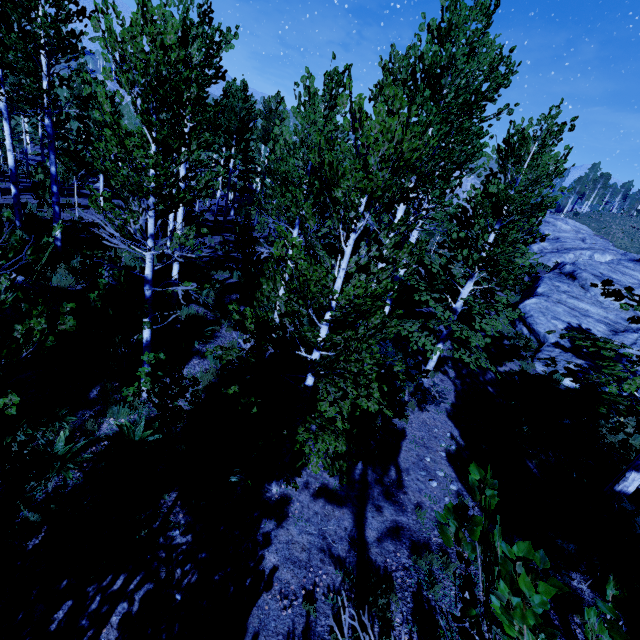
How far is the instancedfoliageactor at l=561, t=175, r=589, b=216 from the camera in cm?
5672

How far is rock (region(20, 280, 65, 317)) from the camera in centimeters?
824cm

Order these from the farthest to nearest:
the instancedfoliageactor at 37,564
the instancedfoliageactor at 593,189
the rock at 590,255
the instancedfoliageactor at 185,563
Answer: the instancedfoliageactor at 593,189 → the rock at 590,255 → the instancedfoliageactor at 185,563 → the instancedfoliageactor at 37,564

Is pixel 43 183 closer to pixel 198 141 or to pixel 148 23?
pixel 198 141

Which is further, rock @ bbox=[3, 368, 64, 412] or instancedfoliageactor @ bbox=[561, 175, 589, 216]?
instancedfoliageactor @ bbox=[561, 175, 589, 216]

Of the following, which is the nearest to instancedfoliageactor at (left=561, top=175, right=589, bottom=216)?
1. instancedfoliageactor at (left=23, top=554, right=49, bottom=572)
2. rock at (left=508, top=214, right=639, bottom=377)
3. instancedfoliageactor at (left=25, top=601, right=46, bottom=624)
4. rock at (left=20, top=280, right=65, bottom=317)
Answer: rock at (left=20, top=280, right=65, bottom=317)

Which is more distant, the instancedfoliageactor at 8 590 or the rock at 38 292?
the rock at 38 292

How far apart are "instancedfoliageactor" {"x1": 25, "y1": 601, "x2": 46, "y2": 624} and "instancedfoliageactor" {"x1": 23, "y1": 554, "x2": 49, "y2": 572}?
0.4 meters
